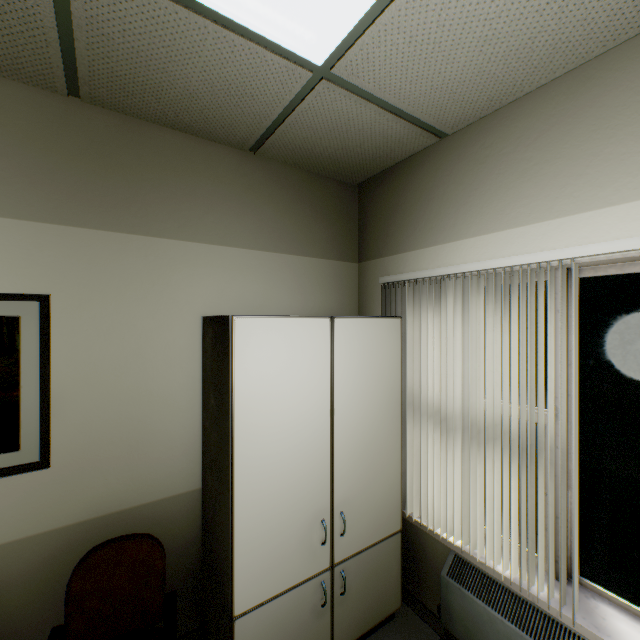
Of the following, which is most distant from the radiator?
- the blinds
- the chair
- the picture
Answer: the picture

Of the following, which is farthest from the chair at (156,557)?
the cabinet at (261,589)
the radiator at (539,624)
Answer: the radiator at (539,624)

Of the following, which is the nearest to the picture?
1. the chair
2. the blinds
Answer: the chair

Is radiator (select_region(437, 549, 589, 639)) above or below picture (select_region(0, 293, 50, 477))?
below

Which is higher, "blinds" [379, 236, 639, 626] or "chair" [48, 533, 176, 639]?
"blinds" [379, 236, 639, 626]

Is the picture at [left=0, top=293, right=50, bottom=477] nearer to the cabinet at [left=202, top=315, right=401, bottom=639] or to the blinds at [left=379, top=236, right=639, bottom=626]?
the cabinet at [left=202, top=315, right=401, bottom=639]

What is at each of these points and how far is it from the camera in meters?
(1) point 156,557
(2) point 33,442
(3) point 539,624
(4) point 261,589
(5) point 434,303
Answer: (1) chair, 1.7
(2) picture, 1.6
(3) radiator, 1.6
(4) cabinet, 1.6
(5) blinds, 2.1

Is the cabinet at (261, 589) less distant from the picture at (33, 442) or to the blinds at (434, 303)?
the blinds at (434, 303)
